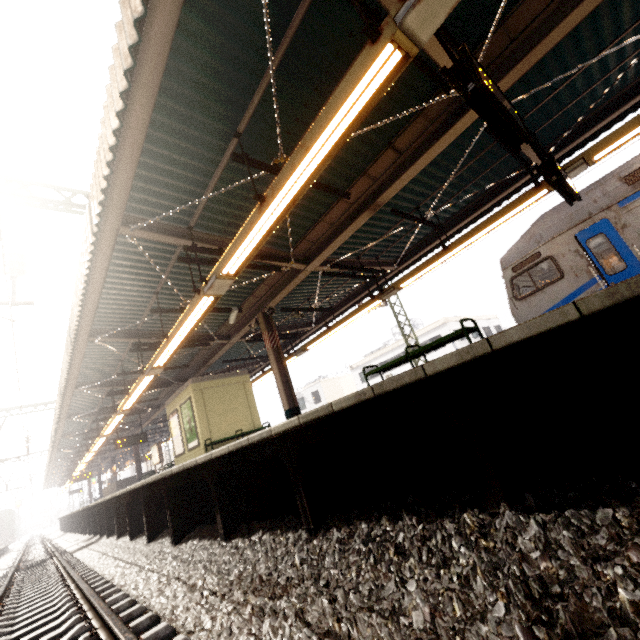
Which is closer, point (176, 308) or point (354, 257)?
point (176, 308)

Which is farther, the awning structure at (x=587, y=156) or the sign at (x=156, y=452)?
the sign at (x=156, y=452)

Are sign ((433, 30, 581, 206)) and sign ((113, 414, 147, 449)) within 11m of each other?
no

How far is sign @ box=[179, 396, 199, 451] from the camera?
11.5 meters

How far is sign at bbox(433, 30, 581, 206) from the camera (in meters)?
3.02

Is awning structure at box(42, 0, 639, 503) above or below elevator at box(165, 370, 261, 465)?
above

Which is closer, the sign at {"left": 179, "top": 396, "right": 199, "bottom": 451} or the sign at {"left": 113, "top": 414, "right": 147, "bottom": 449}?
the sign at {"left": 179, "top": 396, "right": 199, "bottom": 451}

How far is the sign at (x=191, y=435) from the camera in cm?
1150
